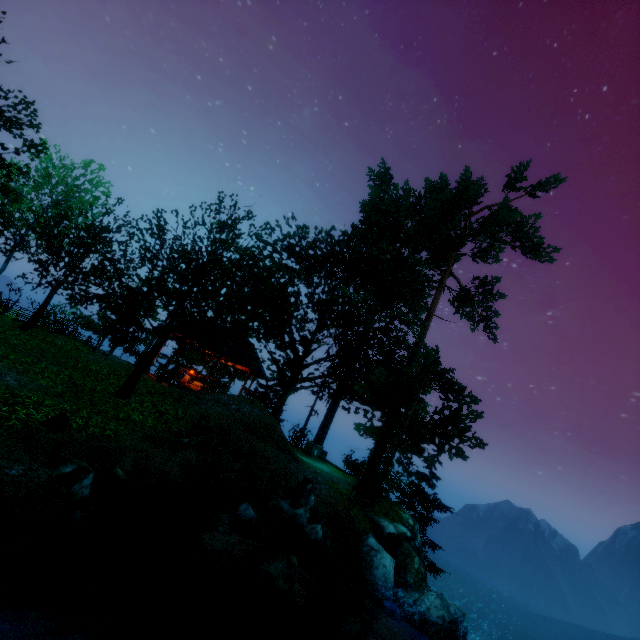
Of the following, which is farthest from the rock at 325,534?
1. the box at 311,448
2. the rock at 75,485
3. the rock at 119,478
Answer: the box at 311,448

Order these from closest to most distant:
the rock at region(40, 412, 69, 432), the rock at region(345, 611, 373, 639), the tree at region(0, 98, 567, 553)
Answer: the rock at region(40, 412, 69, 432)
the rock at region(345, 611, 373, 639)
the tree at region(0, 98, 567, 553)

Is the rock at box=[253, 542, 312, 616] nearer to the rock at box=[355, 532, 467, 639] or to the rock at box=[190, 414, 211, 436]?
the rock at box=[355, 532, 467, 639]

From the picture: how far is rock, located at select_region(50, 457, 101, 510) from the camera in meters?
5.7

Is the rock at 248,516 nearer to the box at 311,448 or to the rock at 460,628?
the rock at 460,628

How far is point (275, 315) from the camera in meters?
11.4

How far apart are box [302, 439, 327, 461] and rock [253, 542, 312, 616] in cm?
1142

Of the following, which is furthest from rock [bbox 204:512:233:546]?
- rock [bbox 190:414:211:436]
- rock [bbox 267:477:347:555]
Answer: rock [bbox 190:414:211:436]
